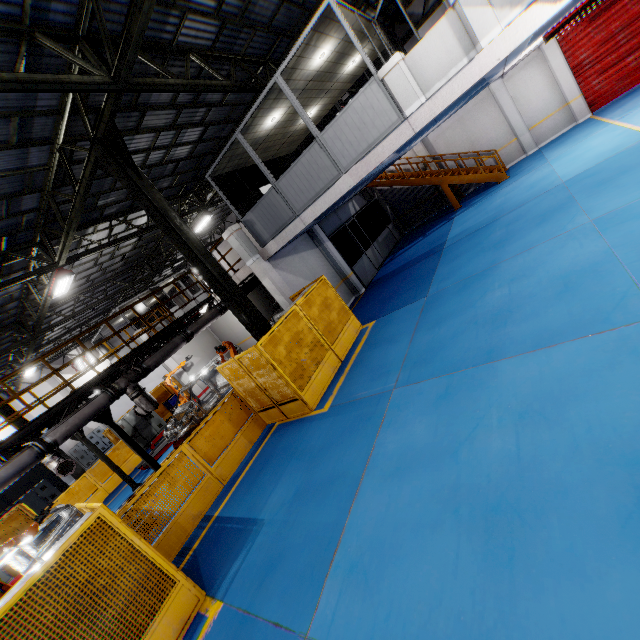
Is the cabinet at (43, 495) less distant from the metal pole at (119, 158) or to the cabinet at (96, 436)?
the cabinet at (96, 436)

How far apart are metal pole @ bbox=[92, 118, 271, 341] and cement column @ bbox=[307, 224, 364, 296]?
6.59m

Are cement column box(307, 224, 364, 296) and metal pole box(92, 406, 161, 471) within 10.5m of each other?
yes

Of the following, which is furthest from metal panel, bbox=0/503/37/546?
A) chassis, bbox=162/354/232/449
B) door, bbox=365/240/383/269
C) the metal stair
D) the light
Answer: the metal stair

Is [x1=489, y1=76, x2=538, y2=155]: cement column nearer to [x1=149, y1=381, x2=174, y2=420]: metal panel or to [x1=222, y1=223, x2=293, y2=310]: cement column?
[x1=149, y1=381, x2=174, y2=420]: metal panel

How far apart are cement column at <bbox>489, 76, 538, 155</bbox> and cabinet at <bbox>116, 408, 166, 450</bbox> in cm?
2432

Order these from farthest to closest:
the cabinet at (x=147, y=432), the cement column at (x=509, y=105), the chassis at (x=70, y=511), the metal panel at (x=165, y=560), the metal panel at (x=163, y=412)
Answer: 1. the metal panel at (x=163, y=412)
2. the cabinet at (x=147, y=432)
3. the cement column at (x=509, y=105)
4. the chassis at (x=70, y=511)
5. the metal panel at (x=165, y=560)

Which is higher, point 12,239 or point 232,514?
point 12,239
